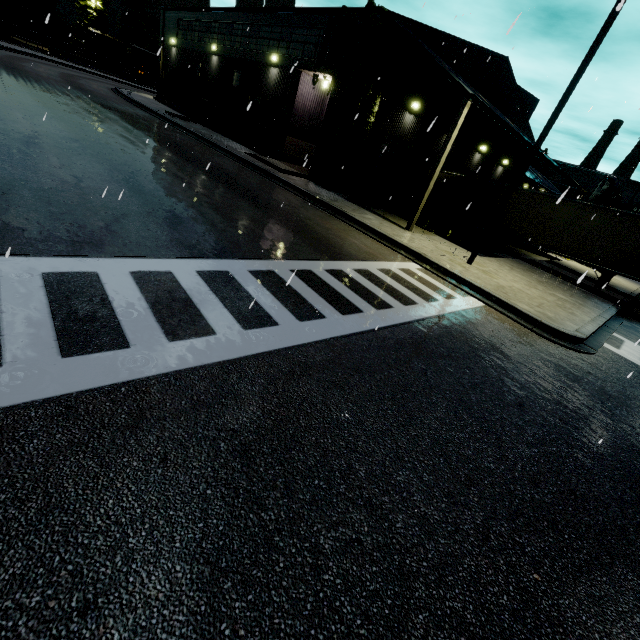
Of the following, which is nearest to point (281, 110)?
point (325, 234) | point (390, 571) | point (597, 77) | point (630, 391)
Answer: point (325, 234)

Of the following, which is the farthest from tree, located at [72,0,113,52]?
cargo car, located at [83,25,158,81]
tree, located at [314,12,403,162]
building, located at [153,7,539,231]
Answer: tree, located at [314,12,403,162]

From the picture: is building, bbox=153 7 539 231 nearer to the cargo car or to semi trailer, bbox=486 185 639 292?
semi trailer, bbox=486 185 639 292

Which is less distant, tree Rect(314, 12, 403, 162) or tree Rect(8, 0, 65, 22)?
tree Rect(314, 12, 403, 162)

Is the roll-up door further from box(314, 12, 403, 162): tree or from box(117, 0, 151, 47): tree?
box(117, 0, 151, 47): tree

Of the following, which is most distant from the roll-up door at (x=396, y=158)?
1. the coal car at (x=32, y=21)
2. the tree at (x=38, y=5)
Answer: the tree at (x=38, y=5)

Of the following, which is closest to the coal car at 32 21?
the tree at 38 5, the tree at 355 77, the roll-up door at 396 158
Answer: the tree at 355 77

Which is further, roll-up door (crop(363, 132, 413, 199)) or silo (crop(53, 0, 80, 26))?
silo (crop(53, 0, 80, 26))
